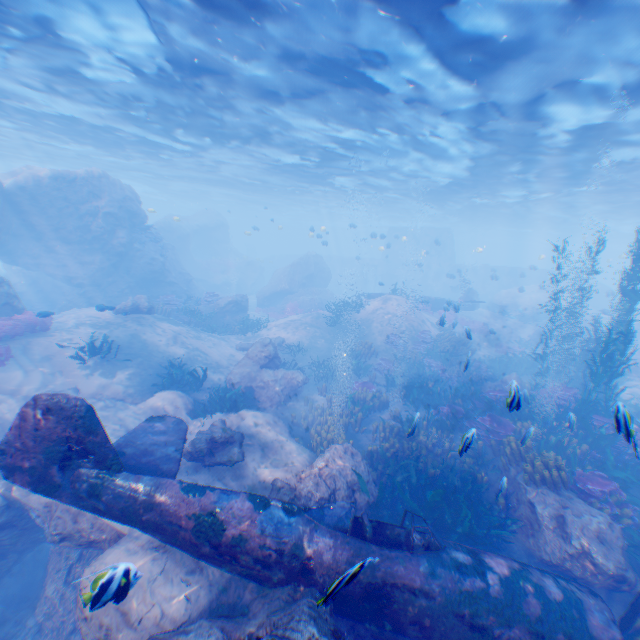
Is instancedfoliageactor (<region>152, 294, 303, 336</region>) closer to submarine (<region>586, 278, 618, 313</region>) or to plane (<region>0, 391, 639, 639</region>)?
submarine (<region>586, 278, 618, 313</region>)

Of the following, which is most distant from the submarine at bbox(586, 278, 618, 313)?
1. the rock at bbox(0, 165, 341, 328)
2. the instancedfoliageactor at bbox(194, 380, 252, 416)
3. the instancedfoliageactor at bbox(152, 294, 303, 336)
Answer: the instancedfoliageactor at bbox(152, 294, 303, 336)

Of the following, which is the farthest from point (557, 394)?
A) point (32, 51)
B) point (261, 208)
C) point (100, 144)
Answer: point (261, 208)

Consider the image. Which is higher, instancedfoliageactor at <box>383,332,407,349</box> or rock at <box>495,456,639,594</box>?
instancedfoliageactor at <box>383,332,407,349</box>

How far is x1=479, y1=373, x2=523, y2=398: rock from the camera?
4.7 meters

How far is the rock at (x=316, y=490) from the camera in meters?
7.6

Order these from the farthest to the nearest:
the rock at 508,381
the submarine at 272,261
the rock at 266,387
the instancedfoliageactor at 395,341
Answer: the submarine at 272,261 < the instancedfoliageactor at 395,341 < the rock at 266,387 < the rock at 508,381

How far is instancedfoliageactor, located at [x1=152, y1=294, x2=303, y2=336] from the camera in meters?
20.3 m
